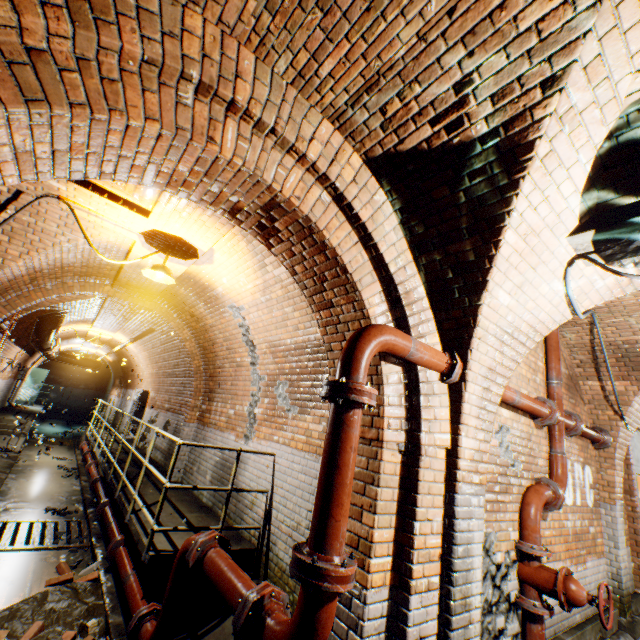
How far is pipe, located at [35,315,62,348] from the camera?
8.99m

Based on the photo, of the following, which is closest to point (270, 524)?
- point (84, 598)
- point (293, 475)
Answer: point (293, 475)

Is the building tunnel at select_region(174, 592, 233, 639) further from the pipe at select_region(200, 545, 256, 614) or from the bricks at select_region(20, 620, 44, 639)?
the pipe at select_region(200, 545, 256, 614)

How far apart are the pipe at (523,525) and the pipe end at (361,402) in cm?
283

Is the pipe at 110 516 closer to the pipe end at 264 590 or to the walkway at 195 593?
the walkway at 195 593

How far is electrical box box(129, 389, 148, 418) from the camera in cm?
1236

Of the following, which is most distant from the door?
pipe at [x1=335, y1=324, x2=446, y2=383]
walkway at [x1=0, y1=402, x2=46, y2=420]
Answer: pipe at [x1=335, y1=324, x2=446, y2=383]

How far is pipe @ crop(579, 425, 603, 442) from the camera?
5.1m
